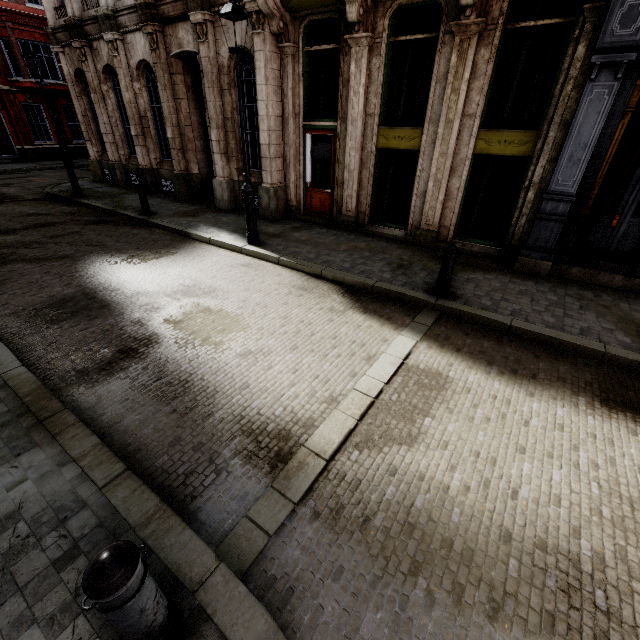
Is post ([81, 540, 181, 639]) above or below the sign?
below

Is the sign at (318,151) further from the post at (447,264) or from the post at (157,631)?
the post at (157,631)

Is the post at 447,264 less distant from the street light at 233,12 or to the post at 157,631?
the street light at 233,12

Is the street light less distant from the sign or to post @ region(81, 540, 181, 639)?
the sign

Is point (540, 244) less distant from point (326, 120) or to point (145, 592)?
point (326, 120)

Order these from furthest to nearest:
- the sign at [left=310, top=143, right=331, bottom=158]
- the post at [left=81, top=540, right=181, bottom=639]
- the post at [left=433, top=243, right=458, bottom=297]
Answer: the sign at [left=310, top=143, right=331, bottom=158] < the post at [left=433, top=243, right=458, bottom=297] < the post at [left=81, top=540, right=181, bottom=639]

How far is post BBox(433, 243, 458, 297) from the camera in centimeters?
566cm
